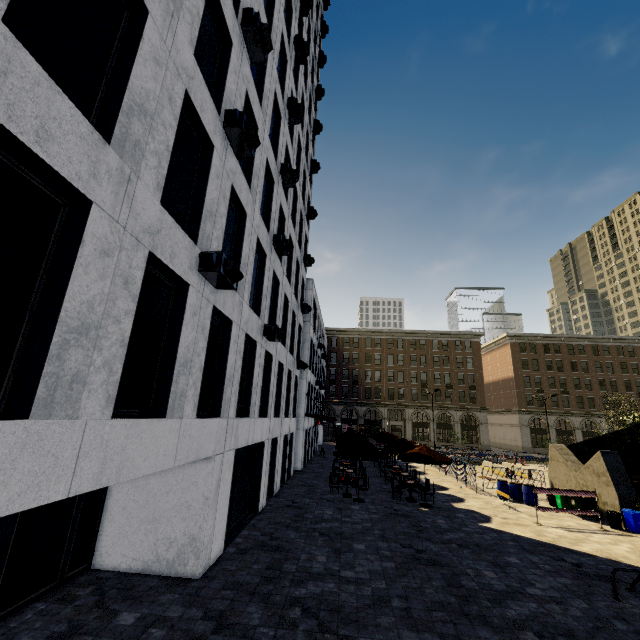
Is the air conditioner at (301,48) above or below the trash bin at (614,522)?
above

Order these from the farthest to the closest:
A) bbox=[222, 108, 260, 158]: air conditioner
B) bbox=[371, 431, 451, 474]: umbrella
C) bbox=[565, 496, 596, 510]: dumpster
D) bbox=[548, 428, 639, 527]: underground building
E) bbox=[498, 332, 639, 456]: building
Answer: Answer:
1. bbox=[498, 332, 639, 456]: building
2. bbox=[371, 431, 451, 474]: umbrella
3. bbox=[565, 496, 596, 510]: dumpster
4. bbox=[548, 428, 639, 527]: underground building
5. bbox=[222, 108, 260, 158]: air conditioner

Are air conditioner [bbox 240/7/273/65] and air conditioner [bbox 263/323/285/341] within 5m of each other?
no

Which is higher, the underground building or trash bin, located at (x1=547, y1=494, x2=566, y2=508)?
the underground building

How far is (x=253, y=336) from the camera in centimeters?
1262cm

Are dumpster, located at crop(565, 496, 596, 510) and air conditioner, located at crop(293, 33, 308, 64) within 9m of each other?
no

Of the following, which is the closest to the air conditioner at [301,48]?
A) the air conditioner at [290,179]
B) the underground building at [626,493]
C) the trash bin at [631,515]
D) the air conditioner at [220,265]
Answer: the air conditioner at [290,179]

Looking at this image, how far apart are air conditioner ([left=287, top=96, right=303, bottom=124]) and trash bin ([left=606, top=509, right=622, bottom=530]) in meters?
23.8
